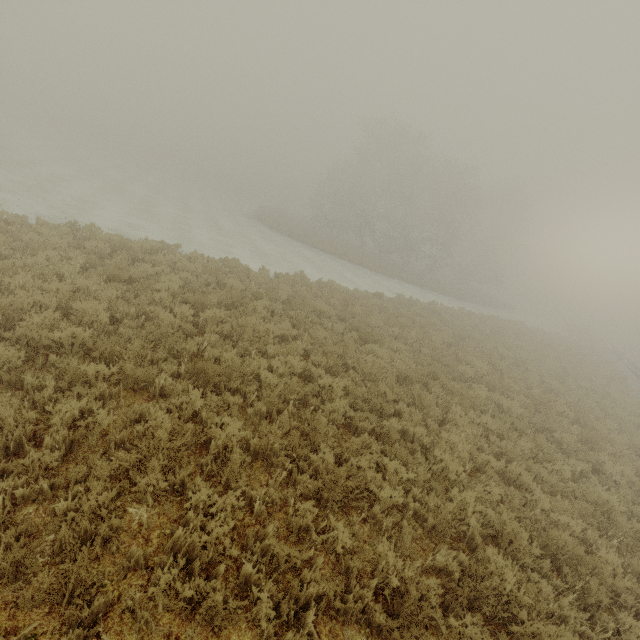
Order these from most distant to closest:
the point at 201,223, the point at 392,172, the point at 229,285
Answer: the point at 392,172 < the point at 201,223 < the point at 229,285
